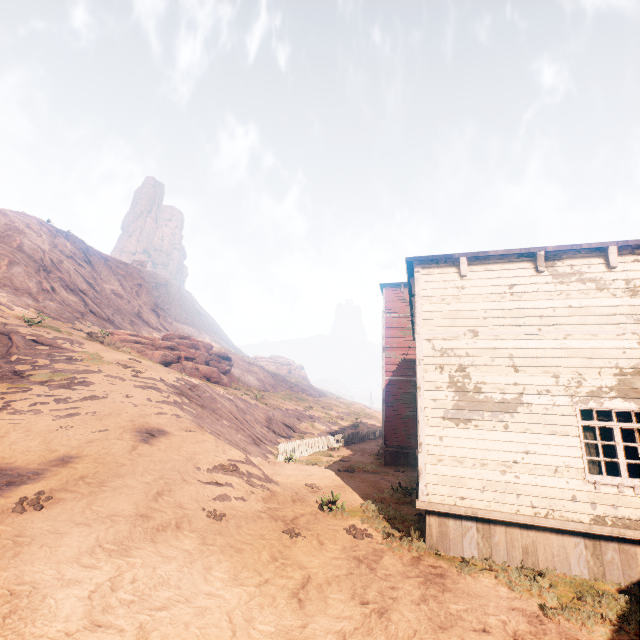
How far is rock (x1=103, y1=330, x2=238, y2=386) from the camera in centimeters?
2738cm

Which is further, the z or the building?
the building

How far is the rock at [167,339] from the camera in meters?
27.4 m

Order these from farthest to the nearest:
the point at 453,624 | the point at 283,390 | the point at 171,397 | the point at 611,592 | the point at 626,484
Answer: the point at 283,390, the point at 171,397, the point at 626,484, the point at 611,592, the point at 453,624

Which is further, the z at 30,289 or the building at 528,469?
the building at 528,469

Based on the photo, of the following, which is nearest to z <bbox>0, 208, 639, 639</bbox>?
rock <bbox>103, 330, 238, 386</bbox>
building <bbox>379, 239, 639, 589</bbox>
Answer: building <bbox>379, 239, 639, 589</bbox>

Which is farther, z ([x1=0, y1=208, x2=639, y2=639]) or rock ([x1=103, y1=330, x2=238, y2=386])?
rock ([x1=103, y1=330, x2=238, y2=386])
